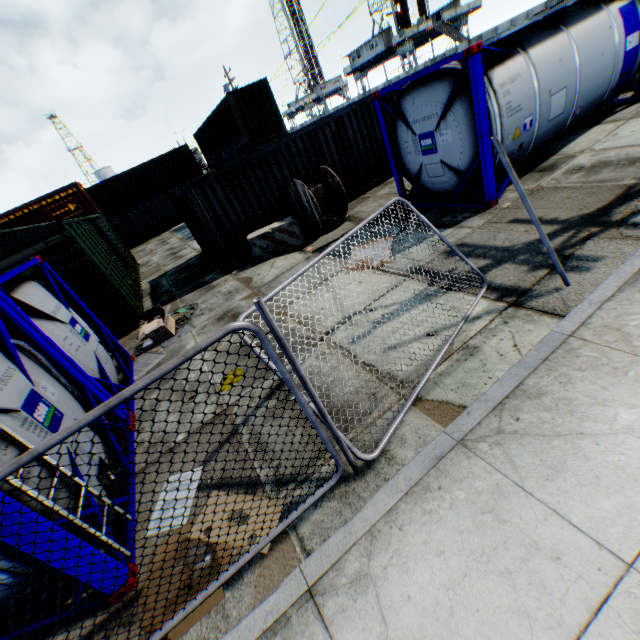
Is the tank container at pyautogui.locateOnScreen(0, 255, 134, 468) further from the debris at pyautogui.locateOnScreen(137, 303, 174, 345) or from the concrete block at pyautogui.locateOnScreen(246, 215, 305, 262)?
the concrete block at pyautogui.locateOnScreen(246, 215, 305, 262)

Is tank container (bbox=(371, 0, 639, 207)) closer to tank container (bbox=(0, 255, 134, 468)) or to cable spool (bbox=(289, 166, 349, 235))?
cable spool (bbox=(289, 166, 349, 235))

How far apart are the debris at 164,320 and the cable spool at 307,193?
5.1 meters

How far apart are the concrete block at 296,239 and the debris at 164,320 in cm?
325

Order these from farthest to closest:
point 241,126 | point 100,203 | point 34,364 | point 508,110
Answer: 1. point 100,203
2. point 241,126
3. point 508,110
4. point 34,364

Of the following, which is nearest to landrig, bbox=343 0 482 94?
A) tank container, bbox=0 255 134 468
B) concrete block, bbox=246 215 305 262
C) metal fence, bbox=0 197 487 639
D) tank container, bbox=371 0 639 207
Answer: tank container, bbox=371 0 639 207

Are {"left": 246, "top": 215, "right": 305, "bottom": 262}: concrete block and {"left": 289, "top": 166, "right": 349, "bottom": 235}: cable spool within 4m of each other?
yes

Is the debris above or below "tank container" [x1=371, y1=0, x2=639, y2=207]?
below
